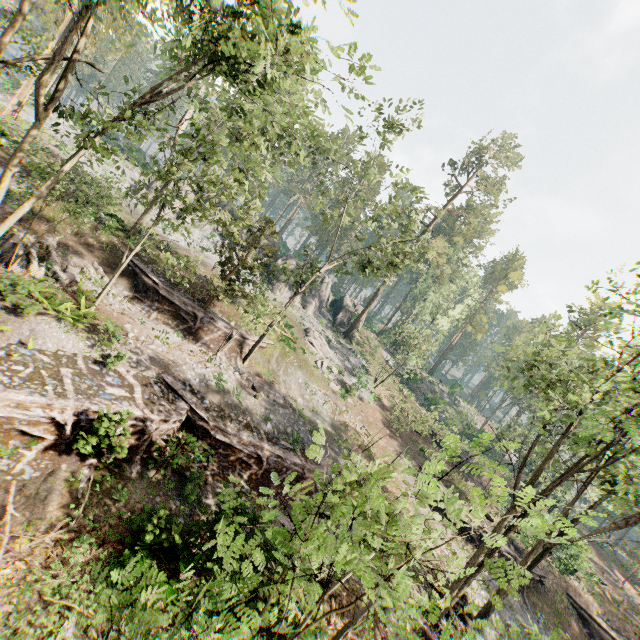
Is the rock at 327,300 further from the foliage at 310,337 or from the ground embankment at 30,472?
the ground embankment at 30,472

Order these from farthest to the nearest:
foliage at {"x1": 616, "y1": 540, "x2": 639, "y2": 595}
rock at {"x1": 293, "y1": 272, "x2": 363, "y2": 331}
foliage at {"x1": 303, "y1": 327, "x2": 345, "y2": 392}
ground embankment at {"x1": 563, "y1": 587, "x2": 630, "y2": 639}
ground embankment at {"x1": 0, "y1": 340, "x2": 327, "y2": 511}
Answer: rock at {"x1": 293, "y1": 272, "x2": 363, "y2": 331} → foliage at {"x1": 303, "y1": 327, "x2": 345, "y2": 392} → ground embankment at {"x1": 563, "y1": 587, "x2": 630, "y2": 639} → foliage at {"x1": 616, "y1": 540, "x2": 639, "y2": 595} → ground embankment at {"x1": 0, "y1": 340, "x2": 327, "y2": 511}

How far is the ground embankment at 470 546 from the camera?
25.16m

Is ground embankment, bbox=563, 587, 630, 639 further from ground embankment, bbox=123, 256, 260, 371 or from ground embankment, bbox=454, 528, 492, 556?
ground embankment, bbox=123, 256, 260, 371

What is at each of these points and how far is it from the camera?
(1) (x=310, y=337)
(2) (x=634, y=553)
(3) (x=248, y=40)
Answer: (1) foliage, 35.2 meters
(2) foliage, 56.6 meters
(3) foliage, 15.1 meters

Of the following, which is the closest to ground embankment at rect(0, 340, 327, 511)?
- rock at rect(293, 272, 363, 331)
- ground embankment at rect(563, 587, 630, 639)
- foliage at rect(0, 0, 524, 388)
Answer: foliage at rect(0, 0, 524, 388)

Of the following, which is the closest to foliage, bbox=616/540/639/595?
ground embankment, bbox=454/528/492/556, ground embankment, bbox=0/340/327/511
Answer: ground embankment, bbox=0/340/327/511
